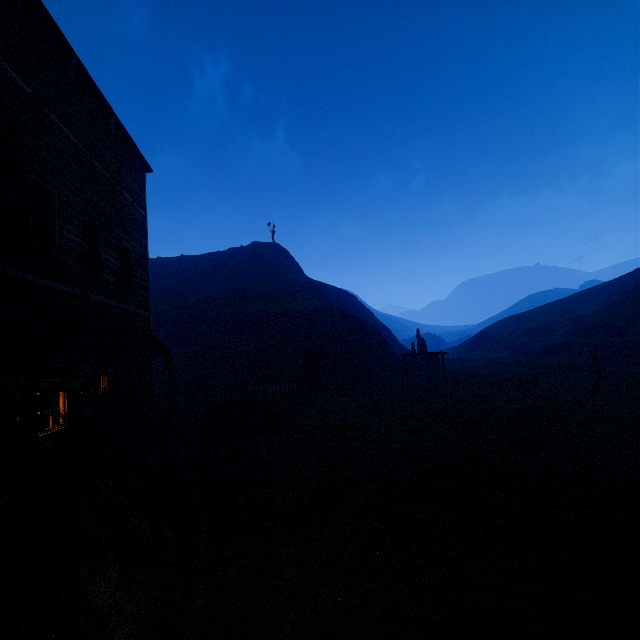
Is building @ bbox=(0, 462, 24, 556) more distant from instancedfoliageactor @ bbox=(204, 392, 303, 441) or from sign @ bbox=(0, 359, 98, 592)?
instancedfoliageactor @ bbox=(204, 392, 303, 441)

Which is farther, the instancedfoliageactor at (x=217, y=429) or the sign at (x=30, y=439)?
the instancedfoliageactor at (x=217, y=429)

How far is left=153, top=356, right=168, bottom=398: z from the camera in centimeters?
2066cm

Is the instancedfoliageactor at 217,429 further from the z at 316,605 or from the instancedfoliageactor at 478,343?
the instancedfoliageactor at 478,343

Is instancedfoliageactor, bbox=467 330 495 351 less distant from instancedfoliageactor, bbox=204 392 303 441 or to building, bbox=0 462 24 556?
instancedfoliageactor, bbox=204 392 303 441

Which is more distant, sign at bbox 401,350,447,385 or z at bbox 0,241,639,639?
sign at bbox 401,350,447,385

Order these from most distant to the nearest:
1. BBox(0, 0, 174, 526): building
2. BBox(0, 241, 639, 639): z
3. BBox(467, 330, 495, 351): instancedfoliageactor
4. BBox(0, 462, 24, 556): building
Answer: BBox(467, 330, 495, 351): instancedfoliageactor
BBox(0, 0, 174, 526): building
BBox(0, 462, 24, 556): building
BBox(0, 241, 639, 639): z

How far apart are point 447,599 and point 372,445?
5.92m
